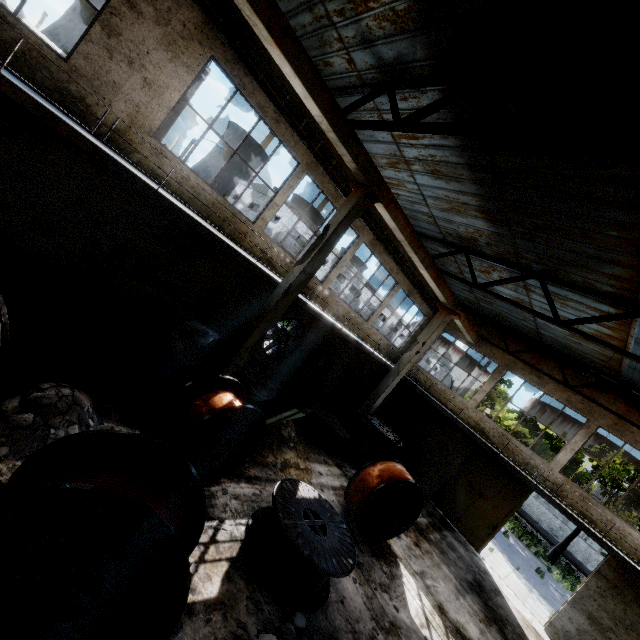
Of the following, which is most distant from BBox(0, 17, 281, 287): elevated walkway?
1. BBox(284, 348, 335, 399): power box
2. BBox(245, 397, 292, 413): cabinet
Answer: BBox(245, 397, 292, 413): cabinet

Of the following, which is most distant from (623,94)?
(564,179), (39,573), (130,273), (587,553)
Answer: (587,553)

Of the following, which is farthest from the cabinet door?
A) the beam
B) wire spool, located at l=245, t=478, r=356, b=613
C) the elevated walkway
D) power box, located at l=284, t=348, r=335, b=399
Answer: the beam

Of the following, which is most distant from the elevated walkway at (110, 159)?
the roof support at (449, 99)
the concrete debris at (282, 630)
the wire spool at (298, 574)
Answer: the concrete debris at (282, 630)

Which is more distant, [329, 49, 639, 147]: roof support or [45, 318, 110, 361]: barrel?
[45, 318, 110, 361]: barrel

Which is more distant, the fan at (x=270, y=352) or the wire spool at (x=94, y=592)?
the fan at (x=270, y=352)

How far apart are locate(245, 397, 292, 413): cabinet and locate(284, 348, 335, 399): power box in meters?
4.4 m

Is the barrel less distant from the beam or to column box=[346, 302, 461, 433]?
the beam
